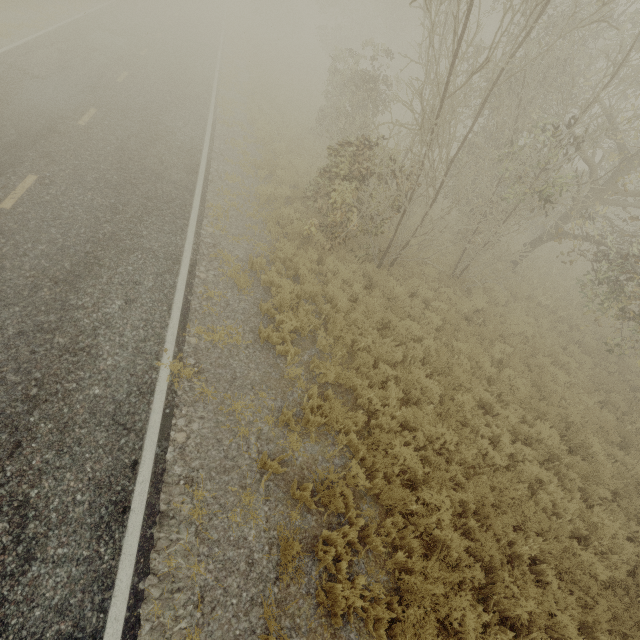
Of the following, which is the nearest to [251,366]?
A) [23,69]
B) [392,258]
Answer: [392,258]

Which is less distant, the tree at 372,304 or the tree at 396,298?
the tree at 372,304

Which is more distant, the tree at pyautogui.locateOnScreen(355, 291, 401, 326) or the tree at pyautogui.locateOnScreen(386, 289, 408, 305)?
the tree at pyautogui.locateOnScreen(386, 289, 408, 305)

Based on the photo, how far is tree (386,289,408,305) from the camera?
9.8m

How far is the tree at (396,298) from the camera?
9.8 meters
